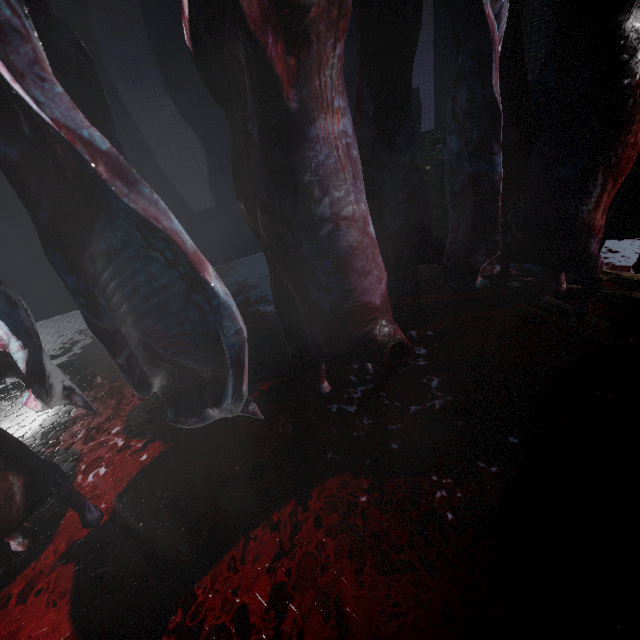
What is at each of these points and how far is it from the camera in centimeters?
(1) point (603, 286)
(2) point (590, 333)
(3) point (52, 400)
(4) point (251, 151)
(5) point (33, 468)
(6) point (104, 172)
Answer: (1) wood, 221cm
(2) wood, 183cm
(3) meat, 126cm
(4) meat, 94cm
(5) meat, 100cm
(6) meat, 69cm

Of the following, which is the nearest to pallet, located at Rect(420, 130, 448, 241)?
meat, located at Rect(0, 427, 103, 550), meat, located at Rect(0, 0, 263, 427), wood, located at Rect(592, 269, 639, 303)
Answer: wood, located at Rect(592, 269, 639, 303)

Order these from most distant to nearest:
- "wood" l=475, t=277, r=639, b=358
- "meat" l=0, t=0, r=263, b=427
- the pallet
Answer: the pallet → "wood" l=475, t=277, r=639, b=358 → "meat" l=0, t=0, r=263, b=427

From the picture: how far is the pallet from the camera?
3.2m

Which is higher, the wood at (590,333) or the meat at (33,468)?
the meat at (33,468)

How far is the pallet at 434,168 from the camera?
3.2m

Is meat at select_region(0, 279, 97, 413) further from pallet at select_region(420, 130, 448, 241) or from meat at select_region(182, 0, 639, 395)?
pallet at select_region(420, 130, 448, 241)

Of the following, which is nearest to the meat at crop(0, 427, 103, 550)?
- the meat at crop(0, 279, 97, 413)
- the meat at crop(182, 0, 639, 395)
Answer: the meat at crop(0, 279, 97, 413)
